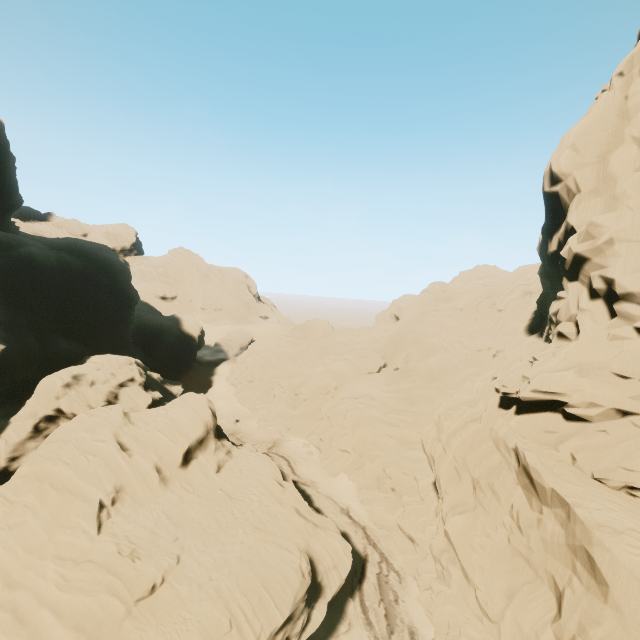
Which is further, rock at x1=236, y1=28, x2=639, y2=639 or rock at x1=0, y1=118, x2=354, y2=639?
rock at x1=0, y1=118, x2=354, y2=639

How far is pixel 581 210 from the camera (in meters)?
14.80

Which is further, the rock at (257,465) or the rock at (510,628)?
the rock at (257,465)
